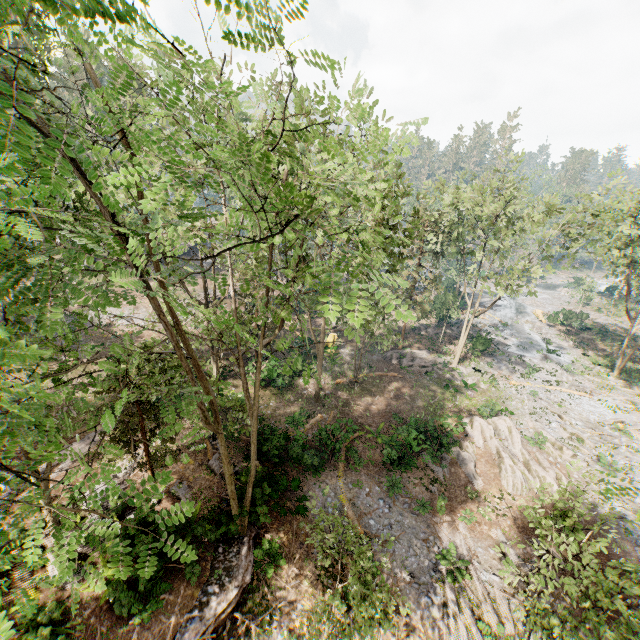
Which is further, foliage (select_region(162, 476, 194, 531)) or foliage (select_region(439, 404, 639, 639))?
foliage (select_region(439, 404, 639, 639))

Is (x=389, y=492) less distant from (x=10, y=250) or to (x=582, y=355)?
(x=10, y=250)

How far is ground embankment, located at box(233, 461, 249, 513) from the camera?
14.72m

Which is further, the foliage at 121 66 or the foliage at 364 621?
the foliage at 364 621

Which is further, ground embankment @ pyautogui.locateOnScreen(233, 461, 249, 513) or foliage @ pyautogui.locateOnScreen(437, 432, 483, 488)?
foliage @ pyautogui.locateOnScreen(437, 432, 483, 488)

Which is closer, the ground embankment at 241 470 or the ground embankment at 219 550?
the ground embankment at 219 550

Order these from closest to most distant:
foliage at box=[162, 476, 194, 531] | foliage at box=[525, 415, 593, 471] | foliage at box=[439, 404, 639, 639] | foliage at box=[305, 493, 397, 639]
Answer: foliage at box=[162, 476, 194, 531] → foliage at box=[439, 404, 639, 639] → foliage at box=[305, 493, 397, 639] → foliage at box=[525, 415, 593, 471]

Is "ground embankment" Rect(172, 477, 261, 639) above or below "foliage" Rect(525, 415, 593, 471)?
above
